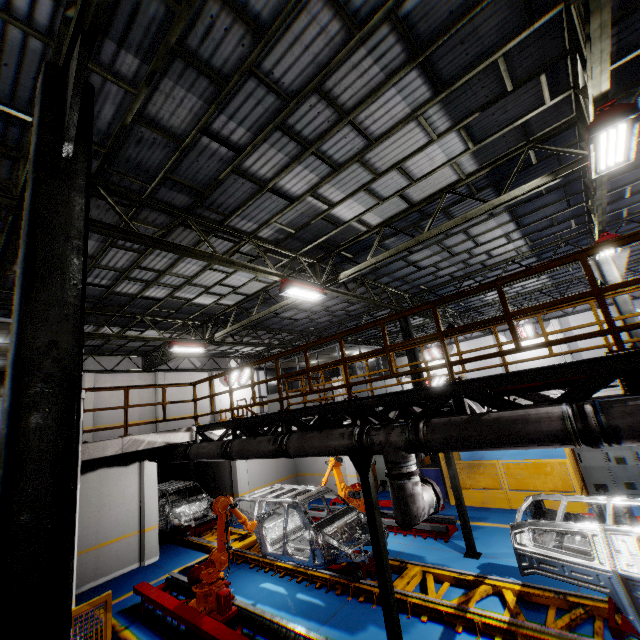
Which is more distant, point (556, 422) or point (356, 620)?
point (356, 620)

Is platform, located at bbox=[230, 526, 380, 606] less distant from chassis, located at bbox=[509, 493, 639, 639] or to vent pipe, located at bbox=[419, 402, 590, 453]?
chassis, located at bbox=[509, 493, 639, 639]

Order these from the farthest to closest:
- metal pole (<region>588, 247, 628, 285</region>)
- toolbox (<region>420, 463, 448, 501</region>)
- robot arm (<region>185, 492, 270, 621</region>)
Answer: toolbox (<region>420, 463, 448, 501</region>), metal pole (<region>588, 247, 628, 285</region>), robot arm (<region>185, 492, 270, 621</region>)

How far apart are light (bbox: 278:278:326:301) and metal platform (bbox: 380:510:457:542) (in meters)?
7.45

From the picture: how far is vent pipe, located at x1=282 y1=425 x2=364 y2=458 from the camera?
5.5 meters

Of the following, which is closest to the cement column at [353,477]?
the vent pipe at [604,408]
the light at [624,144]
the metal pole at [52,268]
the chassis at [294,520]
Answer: the chassis at [294,520]

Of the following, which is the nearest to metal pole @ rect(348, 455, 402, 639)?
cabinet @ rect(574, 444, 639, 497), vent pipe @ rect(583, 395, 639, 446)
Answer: vent pipe @ rect(583, 395, 639, 446)

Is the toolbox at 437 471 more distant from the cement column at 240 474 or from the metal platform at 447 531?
the cement column at 240 474
